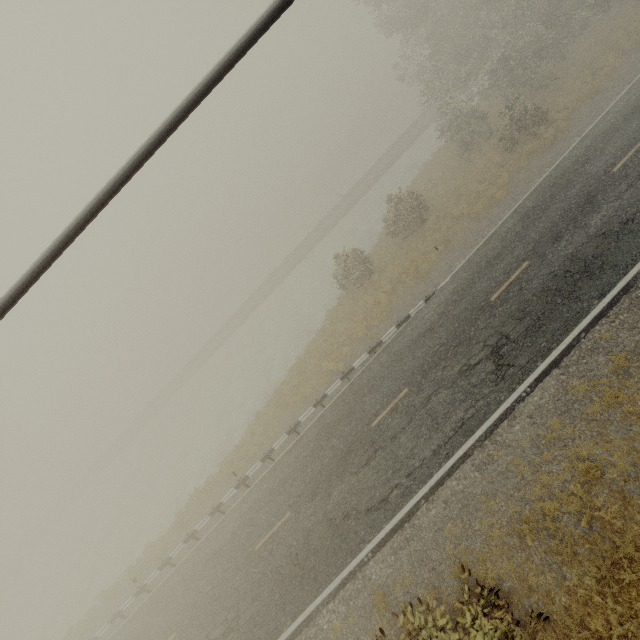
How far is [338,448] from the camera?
14.4 meters
